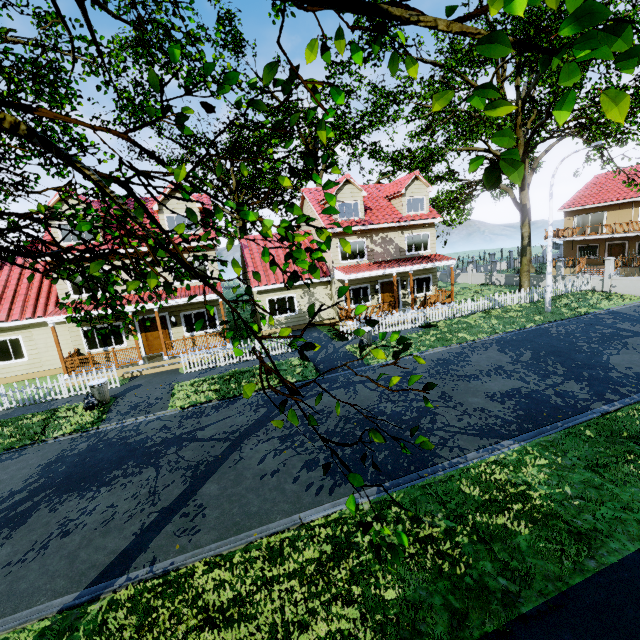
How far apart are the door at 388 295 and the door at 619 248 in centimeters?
2404cm

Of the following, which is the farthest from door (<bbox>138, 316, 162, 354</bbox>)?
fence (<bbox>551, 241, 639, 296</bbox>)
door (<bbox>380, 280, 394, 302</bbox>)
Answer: door (<bbox>380, 280, 394, 302</bbox>)

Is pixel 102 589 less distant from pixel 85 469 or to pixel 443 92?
pixel 85 469

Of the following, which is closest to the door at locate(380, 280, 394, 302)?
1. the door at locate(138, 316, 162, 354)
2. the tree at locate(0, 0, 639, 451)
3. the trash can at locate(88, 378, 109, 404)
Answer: the tree at locate(0, 0, 639, 451)

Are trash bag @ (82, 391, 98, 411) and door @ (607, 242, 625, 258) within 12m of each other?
no

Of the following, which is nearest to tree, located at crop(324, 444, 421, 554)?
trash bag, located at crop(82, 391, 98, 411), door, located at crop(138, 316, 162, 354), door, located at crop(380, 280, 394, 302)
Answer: trash bag, located at crop(82, 391, 98, 411)

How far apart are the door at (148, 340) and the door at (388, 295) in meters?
13.5

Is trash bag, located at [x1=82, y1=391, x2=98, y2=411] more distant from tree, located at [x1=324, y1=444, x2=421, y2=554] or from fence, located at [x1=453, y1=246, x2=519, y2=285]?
tree, located at [x1=324, y1=444, x2=421, y2=554]
